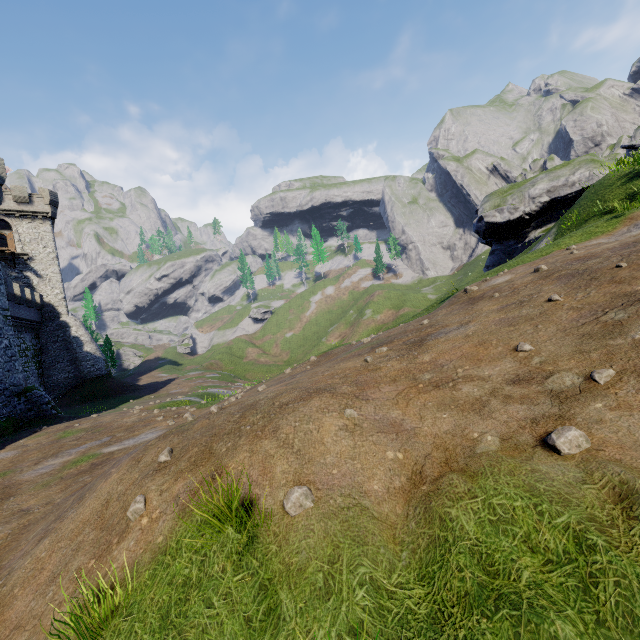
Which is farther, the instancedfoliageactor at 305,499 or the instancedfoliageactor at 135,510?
the instancedfoliageactor at 135,510

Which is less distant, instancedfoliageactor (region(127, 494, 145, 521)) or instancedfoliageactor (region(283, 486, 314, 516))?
instancedfoliageactor (region(283, 486, 314, 516))

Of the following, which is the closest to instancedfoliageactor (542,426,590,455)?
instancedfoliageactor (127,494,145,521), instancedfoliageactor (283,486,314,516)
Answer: instancedfoliageactor (283,486,314,516)

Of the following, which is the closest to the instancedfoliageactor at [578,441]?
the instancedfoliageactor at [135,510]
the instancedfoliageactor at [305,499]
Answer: the instancedfoliageactor at [305,499]

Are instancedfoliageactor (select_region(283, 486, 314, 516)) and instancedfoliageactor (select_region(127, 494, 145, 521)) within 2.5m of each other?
yes

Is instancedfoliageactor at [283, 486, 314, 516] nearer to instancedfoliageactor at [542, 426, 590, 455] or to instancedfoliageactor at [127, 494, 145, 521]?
instancedfoliageactor at [127, 494, 145, 521]

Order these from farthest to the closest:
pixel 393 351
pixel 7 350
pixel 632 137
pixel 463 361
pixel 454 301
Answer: pixel 632 137
pixel 7 350
pixel 454 301
pixel 393 351
pixel 463 361
